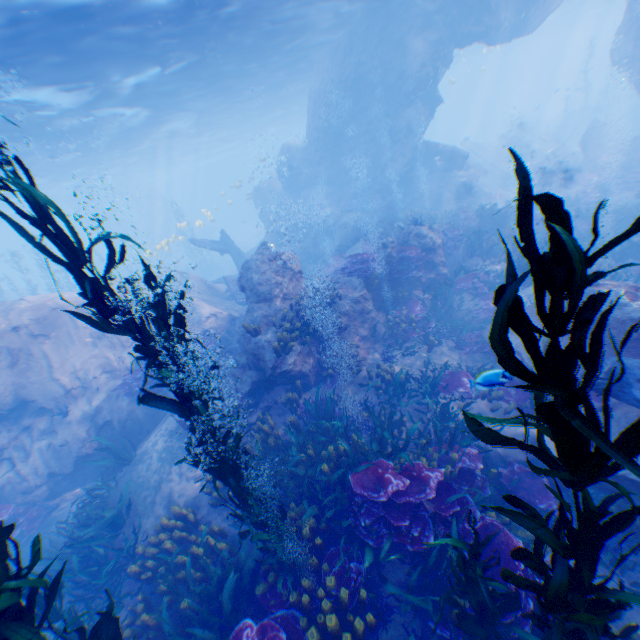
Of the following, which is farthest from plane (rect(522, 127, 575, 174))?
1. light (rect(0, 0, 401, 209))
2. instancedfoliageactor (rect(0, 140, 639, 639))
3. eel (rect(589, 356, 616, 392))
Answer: eel (rect(589, 356, 616, 392))

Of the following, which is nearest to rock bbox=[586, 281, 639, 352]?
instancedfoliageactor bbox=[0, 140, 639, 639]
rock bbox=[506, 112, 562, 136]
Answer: instancedfoliageactor bbox=[0, 140, 639, 639]

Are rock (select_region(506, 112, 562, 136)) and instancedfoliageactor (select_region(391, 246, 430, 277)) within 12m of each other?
no

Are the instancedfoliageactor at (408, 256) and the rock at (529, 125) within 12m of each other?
no

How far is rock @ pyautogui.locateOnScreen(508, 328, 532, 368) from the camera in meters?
8.2 m

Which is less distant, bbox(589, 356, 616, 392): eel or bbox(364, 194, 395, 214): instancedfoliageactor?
bbox(589, 356, 616, 392): eel

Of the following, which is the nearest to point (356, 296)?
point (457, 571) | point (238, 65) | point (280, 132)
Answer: point (457, 571)

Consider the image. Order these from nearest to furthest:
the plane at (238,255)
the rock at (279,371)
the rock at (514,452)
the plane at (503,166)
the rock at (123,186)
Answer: the rock at (514,452) < the rock at (279,371) < the plane at (238,255) < the plane at (503,166) < the rock at (123,186)
